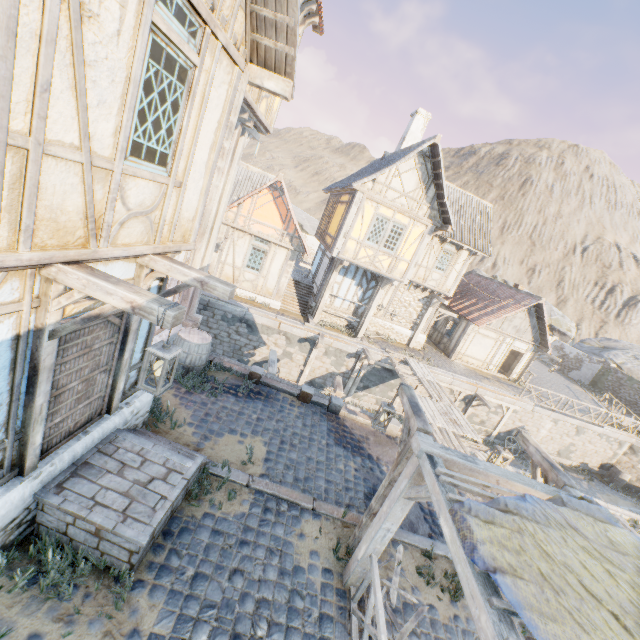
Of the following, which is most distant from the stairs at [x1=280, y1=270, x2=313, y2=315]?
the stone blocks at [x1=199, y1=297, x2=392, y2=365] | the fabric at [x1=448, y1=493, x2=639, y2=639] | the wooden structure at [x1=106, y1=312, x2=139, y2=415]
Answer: the fabric at [x1=448, y1=493, x2=639, y2=639]

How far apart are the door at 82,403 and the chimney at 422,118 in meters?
17.0 m

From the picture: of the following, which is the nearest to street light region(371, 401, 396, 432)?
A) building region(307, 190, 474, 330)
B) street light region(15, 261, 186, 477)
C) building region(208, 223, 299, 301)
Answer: street light region(15, 261, 186, 477)

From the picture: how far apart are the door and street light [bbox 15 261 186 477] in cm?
1

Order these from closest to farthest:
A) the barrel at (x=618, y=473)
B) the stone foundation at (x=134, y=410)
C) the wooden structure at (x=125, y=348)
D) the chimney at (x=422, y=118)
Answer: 1. the stone foundation at (x=134, y=410)
2. the wooden structure at (x=125, y=348)
3. the chimney at (x=422, y=118)
4. the barrel at (x=618, y=473)

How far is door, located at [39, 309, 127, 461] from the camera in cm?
410

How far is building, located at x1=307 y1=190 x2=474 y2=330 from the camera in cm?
1472

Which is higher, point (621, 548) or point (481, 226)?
point (481, 226)
